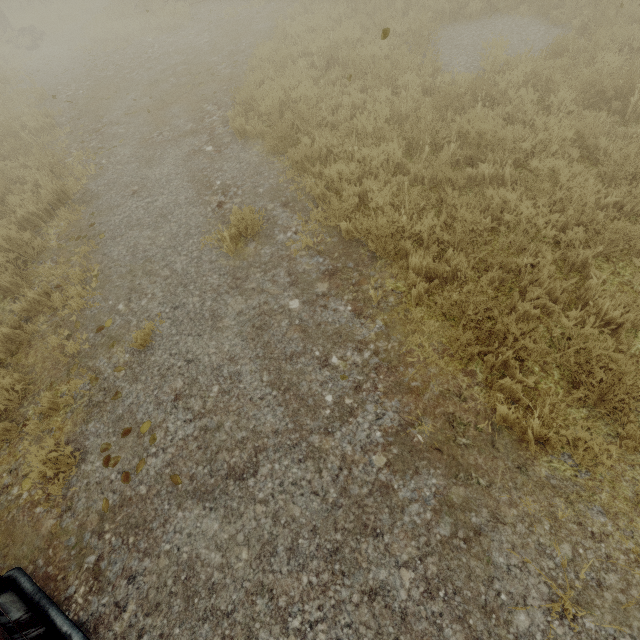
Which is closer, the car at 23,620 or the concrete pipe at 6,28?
the car at 23,620

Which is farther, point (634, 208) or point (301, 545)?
point (634, 208)

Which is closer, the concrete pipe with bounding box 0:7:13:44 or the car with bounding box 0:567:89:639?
the car with bounding box 0:567:89:639
